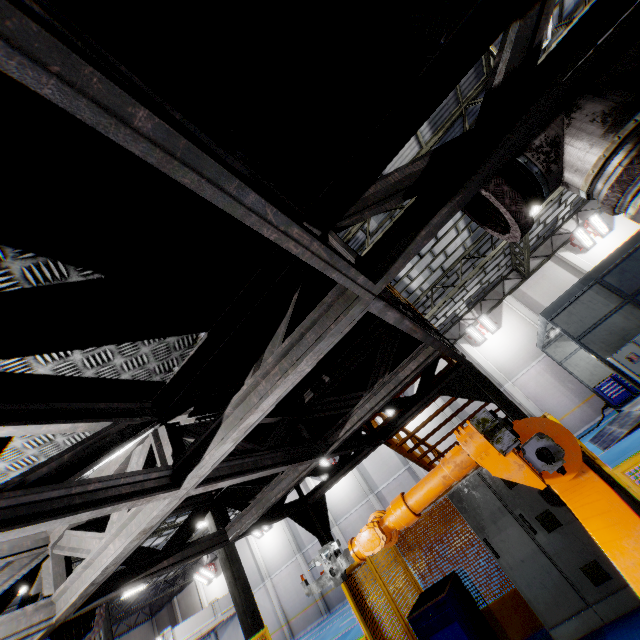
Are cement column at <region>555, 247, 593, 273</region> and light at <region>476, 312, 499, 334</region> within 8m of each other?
Answer: yes

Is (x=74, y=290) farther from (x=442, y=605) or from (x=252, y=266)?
(x=442, y=605)

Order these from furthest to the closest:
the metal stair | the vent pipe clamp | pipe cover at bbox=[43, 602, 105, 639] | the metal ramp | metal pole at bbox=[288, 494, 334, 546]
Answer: the metal ramp < the metal stair < metal pole at bbox=[288, 494, 334, 546] < pipe cover at bbox=[43, 602, 105, 639] < the vent pipe clamp

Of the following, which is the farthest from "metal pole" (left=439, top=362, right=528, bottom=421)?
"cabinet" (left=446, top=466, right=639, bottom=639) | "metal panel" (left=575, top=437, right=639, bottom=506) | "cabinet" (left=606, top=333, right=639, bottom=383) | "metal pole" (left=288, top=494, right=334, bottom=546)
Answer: "cabinet" (left=606, top=333, right=639, bottom=383)

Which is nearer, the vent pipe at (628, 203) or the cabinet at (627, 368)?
the vent pipe at (628, 203)

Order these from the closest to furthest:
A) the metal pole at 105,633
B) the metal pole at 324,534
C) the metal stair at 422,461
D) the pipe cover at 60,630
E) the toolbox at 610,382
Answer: the pipe cover at 60,630
the metal pole at 324,534
the metal stair at 422,461
the metal pole at 105,633
the toolbox at 610,382

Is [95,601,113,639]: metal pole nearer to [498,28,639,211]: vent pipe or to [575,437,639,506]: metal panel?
[575,437,639,506]: metal panel

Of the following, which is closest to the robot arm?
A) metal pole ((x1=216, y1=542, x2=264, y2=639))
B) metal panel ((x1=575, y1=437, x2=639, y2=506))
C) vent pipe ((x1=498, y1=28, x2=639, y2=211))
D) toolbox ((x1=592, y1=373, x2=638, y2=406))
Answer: vent pipe ((x1=498, y1=28, x2=639, y2=211))
